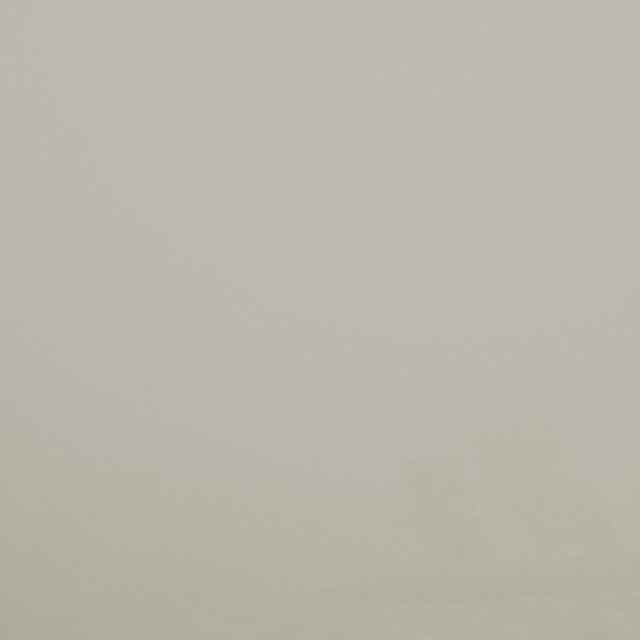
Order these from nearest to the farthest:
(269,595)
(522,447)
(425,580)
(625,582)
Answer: (625,582) < (425,580) < (522,447) < (269,595)
